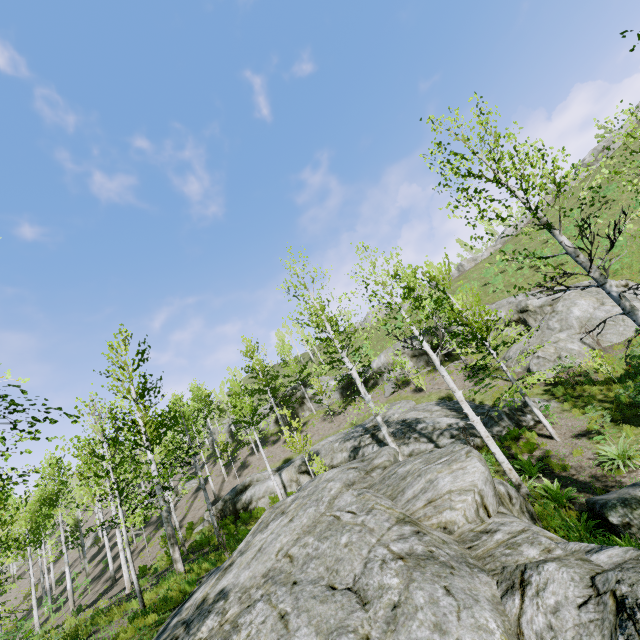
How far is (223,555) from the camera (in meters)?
13.35

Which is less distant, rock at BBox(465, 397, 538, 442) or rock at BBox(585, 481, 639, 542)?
rock at BBox(585, 481, 639, 542)

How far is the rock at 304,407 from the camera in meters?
34.8 m

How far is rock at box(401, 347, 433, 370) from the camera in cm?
2682

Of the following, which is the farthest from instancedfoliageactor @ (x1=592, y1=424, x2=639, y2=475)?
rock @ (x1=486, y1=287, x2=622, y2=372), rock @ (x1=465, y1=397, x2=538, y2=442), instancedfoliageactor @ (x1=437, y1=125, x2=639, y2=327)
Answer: rock @ (x1=486, y1=287, x2=622, y2=372)

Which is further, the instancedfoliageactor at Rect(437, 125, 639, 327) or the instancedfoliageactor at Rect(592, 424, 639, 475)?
the instancedfoliageactor at Rect(592, 424, 639, 475)

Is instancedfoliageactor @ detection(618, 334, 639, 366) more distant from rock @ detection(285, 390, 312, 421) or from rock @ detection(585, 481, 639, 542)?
rock @ detection(285, 390, 312, 421)

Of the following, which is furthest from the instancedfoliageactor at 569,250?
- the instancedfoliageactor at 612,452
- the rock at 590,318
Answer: the rock at 590,318
